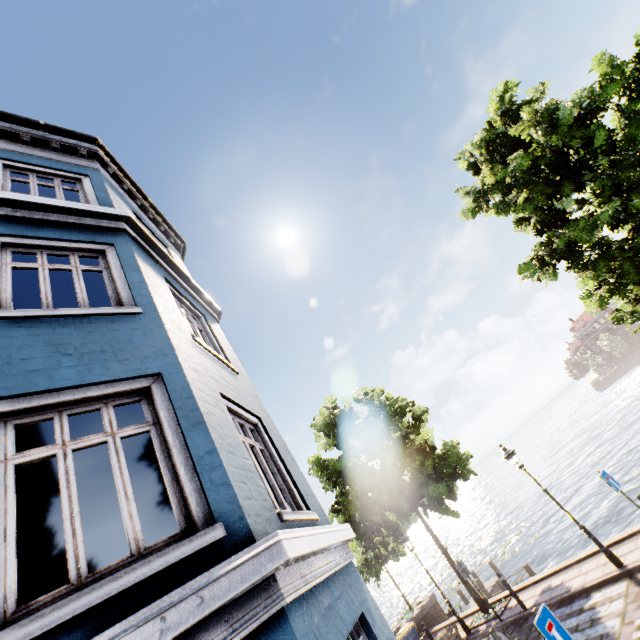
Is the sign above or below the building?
below

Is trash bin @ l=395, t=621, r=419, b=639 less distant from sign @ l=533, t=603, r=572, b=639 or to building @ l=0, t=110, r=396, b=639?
building @ l=0, t=110, r=396, b=639

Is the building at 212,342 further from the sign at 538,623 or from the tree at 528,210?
the tree at 528,210

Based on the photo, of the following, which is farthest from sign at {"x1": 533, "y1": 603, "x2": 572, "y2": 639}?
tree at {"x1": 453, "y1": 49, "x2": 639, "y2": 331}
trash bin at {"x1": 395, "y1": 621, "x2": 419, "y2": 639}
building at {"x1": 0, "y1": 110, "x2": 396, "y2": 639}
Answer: trash bin at {"x1": 395, "y1": 621, "x2": 419, "y2": 639}

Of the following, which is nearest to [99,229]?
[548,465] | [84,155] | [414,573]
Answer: [84,155]

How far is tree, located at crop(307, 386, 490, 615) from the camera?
12.9m

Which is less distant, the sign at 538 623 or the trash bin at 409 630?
the sign at 538 623

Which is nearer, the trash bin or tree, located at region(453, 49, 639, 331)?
tree, located at region(453, 49, 639, 331)
